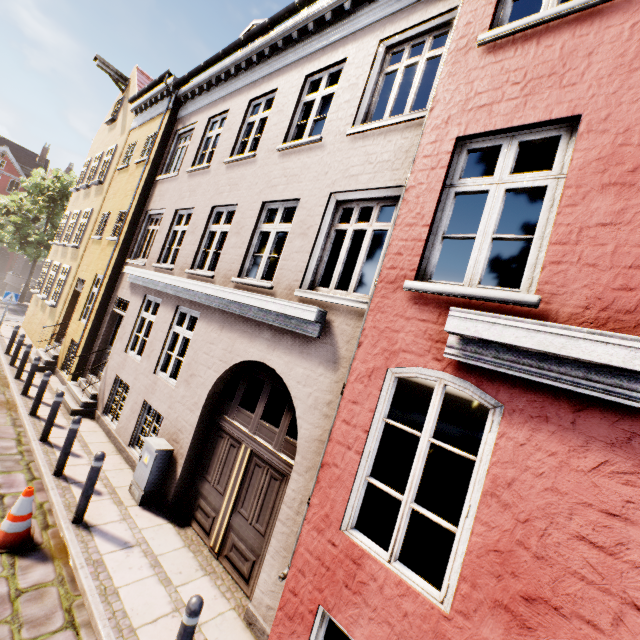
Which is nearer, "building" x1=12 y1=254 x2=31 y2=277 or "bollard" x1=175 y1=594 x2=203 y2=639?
"bollard" x1=175 y1=594 x2=203 y2=639

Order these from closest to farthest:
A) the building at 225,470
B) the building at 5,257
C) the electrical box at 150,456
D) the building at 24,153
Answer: the building at 225,470 → the electrical box at 150,456 → the building at 24,153 → the building at 5,257

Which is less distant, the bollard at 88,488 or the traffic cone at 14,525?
the traffic cone at 14,525

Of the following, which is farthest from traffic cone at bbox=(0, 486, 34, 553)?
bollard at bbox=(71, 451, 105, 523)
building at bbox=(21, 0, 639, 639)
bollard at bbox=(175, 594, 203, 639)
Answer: bollard at bbox=(175, 594, 203, 639)

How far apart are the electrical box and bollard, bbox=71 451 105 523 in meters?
0.9 m

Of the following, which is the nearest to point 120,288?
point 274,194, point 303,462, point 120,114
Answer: point 274,194

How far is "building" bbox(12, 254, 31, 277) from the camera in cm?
4500

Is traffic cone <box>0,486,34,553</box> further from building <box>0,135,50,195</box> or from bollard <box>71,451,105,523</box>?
building <box>0,135,50,195</box>
